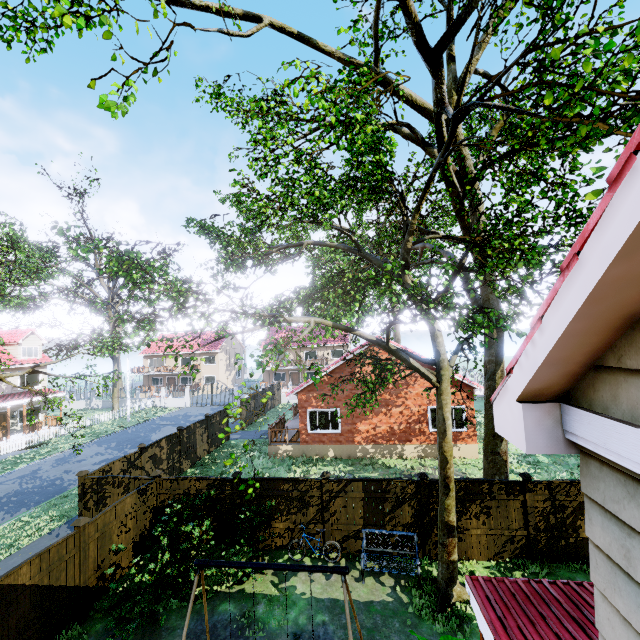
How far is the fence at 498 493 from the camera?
9.5m

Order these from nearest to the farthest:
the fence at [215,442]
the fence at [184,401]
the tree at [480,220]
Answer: the tree at [480,220] < the fence at [215,442] < the fence at [184,401]

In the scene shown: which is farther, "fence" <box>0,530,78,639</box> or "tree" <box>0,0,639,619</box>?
"fence" <box>0,530,78,639</box>

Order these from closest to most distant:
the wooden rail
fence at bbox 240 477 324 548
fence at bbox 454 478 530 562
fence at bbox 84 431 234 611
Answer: fence at bbox 84 431 234 611 < fence at bbox 454 478 530 562 < fence at bbox 240 477 324 548 < the wooden rail

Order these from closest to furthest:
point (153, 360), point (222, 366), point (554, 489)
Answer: point (554, 489)
point (222, 366)
point (153, 360)

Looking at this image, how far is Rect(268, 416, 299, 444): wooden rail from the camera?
19.3 meters

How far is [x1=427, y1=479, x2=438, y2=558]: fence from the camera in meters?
9.9

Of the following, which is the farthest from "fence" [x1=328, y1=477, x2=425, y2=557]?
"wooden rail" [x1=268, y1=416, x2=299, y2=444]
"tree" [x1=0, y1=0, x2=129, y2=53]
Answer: "wooden rail" [x1=268, y1=416, x2=299, y2=444]
